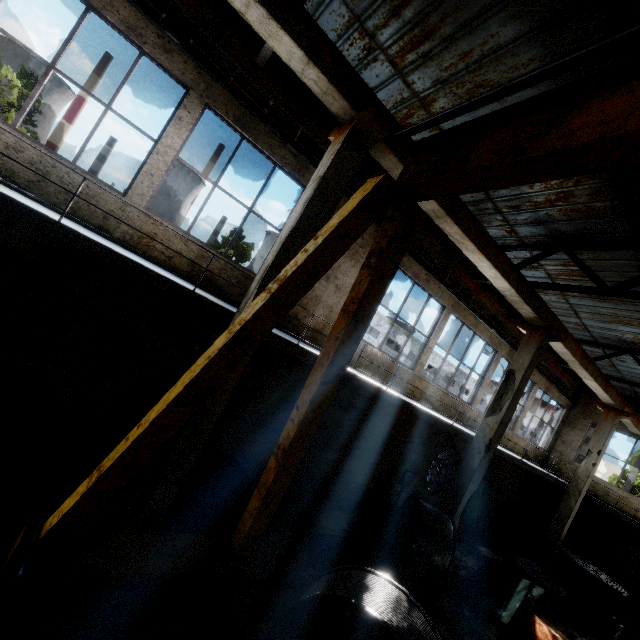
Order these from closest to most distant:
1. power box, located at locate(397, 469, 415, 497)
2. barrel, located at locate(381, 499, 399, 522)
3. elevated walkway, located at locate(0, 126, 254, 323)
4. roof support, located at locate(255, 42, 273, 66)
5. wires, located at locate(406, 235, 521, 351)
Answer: elevated walkway, located at locate(0, 126, 254, 323) → roof support, located at locate(255, 42, 273, 66) → wires, located at locate(406, 235, 521, 351) → barrel, located at locate(381, 499, 399, 522) → power box, located at locate(397, 469, 415, 497)

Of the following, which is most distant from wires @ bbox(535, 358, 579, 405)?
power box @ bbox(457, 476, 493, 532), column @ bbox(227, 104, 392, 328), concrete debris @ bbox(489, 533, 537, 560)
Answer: concrete debris @ bbox(489, 533, 537, 560)

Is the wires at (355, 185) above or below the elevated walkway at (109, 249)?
above

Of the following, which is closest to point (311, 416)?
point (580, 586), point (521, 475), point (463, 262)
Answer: point (463, 262)

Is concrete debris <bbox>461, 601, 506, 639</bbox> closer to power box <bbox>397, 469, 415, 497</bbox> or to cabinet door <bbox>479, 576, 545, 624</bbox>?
Answer: cabinet door <bbox>479, 576, 545, 624</bbox>

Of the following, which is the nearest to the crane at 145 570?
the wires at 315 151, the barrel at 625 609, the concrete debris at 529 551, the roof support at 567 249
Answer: the wires at 315 151

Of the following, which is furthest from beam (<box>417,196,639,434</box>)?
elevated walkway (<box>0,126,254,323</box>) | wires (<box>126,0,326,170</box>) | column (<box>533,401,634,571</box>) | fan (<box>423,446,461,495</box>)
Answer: fan (<box>423,446,461,495</box>)

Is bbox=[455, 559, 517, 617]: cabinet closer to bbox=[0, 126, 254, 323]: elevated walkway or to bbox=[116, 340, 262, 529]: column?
bbox=[0, 126, 254, 323]: elevated walkway
